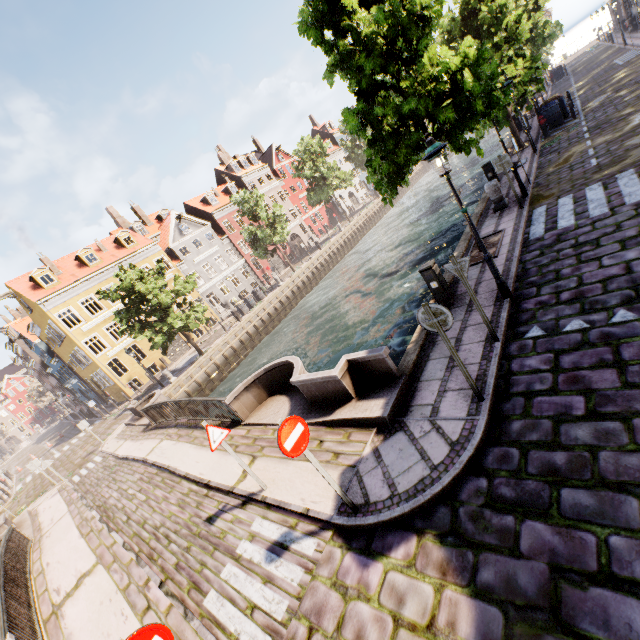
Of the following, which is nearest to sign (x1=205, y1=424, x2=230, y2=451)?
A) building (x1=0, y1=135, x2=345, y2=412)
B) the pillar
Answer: the pillar

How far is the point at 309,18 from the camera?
8.0 meters

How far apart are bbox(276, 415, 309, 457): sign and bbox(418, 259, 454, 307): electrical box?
5.32m

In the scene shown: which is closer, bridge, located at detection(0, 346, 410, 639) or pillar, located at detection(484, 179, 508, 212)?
bridge, located at detection(0, 346, 410, 639)

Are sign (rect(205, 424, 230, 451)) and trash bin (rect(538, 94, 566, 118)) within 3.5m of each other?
no

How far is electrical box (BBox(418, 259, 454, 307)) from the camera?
8.1 meters

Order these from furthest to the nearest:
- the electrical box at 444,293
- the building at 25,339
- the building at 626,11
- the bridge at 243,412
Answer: the building at 626,11 → the building at 25,339 → the electrical box at 444,293 → the bridge at 243,412

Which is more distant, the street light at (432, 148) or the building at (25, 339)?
the building at (25, 339)
